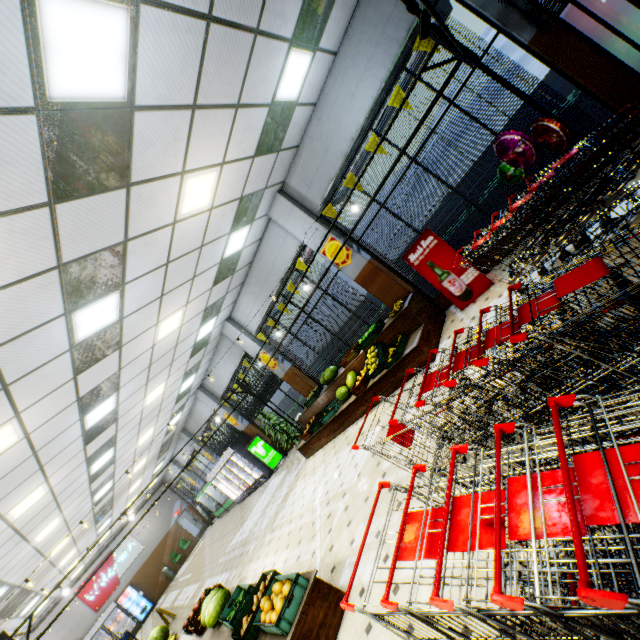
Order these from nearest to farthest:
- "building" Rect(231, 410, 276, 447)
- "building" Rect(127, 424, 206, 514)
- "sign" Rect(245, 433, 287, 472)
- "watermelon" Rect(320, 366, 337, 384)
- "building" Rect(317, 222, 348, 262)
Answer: "building" Rect(317, 222, 348, 262) → "watermelon" Rect(320, 366, 337, 384) → "sign" Rect(245, 433, 287, 472) → "building" Rect(231, 410, 276, 447) → "building" Rect(127, 424, 206, 514)

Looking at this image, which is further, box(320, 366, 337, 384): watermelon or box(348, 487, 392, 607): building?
box(320, 366, 337, 384): watermelon

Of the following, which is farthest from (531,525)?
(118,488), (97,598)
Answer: (97,598)

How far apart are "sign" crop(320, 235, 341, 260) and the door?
24.9 meters

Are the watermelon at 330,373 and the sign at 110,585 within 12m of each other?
no

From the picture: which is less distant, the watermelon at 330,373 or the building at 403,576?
the building at 403,576

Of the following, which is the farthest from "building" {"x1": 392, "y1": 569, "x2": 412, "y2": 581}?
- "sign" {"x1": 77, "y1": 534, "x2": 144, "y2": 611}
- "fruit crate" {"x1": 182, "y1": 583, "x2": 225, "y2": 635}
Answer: "fruit crate" {"x1": 182, "y1": 583, "x2": 225, "y2": 635}
